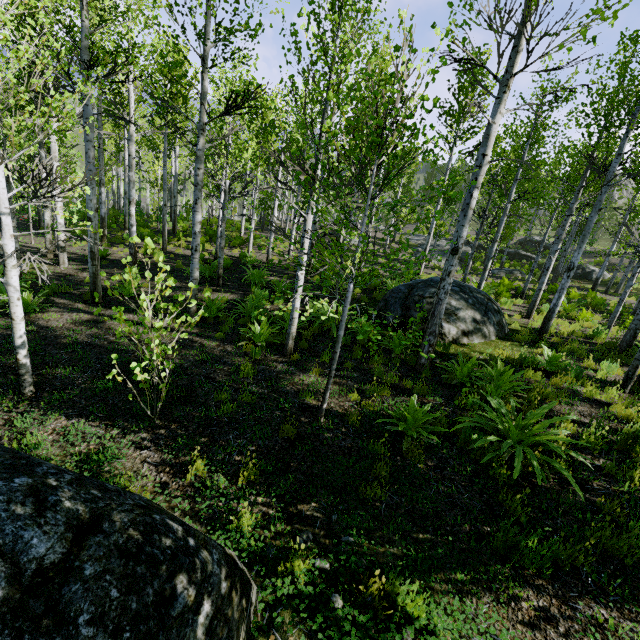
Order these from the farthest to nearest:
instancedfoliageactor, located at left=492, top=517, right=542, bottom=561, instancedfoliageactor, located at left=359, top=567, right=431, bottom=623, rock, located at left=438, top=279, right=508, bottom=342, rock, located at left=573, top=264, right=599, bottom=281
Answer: rock, located at left=573, top=264, right=599, bottom=281, rock, located at left=438, top=279, right=508, bottom=342, instancedfoliageactor, located at left=492, top=517, right=542, bottom=561, instancedfoliageactor, located at left=359, top=567, right=431, bottom=623

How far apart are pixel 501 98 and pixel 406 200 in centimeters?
2447cm

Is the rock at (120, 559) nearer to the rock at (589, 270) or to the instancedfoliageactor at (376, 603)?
the instancedfoliageactor at (376, 603)

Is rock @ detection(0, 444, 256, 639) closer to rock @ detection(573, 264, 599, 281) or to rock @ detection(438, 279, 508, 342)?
rock @ detection(438, 279, 508, 342)

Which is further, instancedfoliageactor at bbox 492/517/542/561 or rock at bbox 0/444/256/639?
instancedfoliageactor at bbox 492/517/542/561

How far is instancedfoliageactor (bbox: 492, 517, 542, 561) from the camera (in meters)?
3.43

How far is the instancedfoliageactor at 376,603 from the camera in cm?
286
